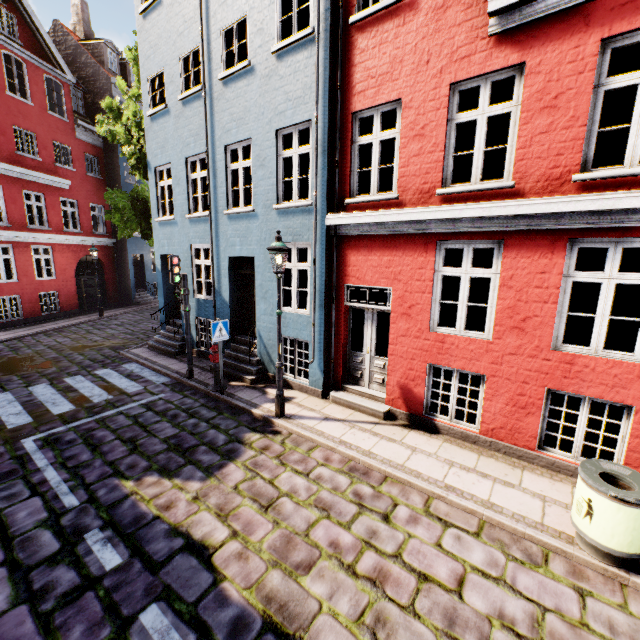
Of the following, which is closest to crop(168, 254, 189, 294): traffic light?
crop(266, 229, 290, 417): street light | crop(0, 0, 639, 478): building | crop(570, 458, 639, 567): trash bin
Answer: crop(0, 0, 639, 478): building

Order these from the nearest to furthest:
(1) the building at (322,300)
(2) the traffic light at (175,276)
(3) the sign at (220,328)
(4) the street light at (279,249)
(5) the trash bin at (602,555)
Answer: (5) the trash bin at (602,555) < (1) the building at (322,300) < (4) the street light at (279,249) < (3) the sign at (220,328) < (2) the traffic light at (175,276)

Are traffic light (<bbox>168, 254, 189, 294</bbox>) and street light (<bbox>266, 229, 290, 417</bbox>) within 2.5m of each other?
no

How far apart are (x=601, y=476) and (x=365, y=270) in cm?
502

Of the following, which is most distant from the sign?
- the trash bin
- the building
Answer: the trash bin

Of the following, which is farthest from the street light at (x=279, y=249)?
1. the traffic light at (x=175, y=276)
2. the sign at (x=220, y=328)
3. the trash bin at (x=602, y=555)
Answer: the trash bin at (x=602, y=555)

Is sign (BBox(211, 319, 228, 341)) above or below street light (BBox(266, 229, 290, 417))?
below

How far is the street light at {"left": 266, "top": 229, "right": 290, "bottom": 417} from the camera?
6.3m
